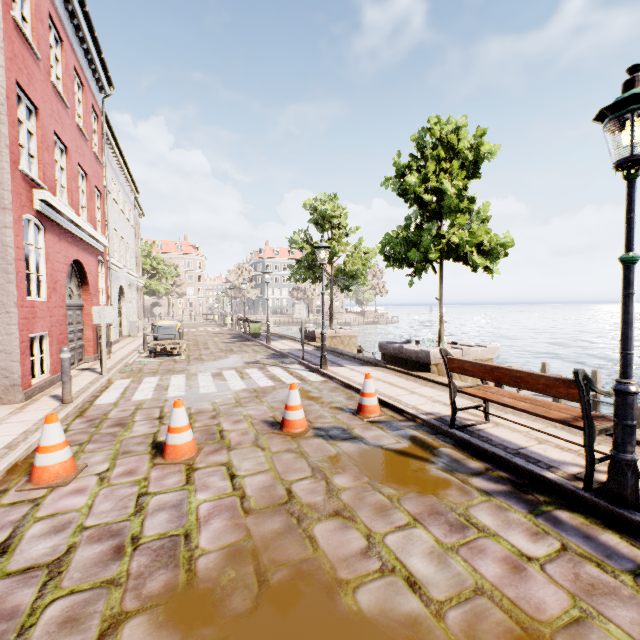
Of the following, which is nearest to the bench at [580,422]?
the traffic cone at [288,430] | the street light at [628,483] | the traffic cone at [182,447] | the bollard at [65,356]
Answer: the street light at [628,483]

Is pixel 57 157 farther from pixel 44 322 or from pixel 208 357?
pixel 208 357

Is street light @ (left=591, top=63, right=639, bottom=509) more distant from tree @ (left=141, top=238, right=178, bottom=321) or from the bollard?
tree @ (left=141, top=238, right=178, bottom=321)

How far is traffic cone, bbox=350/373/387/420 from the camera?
5.6m

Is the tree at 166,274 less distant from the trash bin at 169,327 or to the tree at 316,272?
the trash bin at 169,327

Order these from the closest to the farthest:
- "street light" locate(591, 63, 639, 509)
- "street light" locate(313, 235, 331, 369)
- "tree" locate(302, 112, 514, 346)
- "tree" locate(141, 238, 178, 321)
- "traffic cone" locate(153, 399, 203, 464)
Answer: "street light" locate(591, 63, 639, 509)
"traffic cone" locate(153, 399, 203, 464)
"tree" locate(302, 112, 514, 346)
"street light" locate(313, 235, 331, 369)
"tree" locate(141, 238, 178, 321)

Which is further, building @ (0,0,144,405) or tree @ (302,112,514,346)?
tree @ (302,112,514,346)

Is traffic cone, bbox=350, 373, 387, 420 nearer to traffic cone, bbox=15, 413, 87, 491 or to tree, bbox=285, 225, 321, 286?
traffic cone, bbox=15, 413, 87, 491
